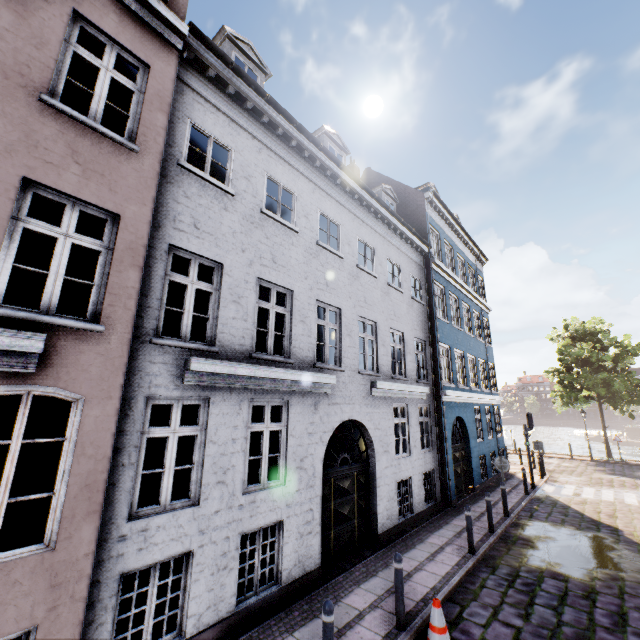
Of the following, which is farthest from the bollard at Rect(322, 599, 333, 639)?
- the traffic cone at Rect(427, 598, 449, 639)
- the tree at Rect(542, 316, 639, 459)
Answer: the tree at Rect(542, 316, 639, 459)

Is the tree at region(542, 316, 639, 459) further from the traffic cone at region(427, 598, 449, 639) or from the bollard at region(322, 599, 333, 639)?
the bollard at region(322, 599, 333, 639)

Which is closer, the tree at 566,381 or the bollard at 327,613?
the bollard at 327,613

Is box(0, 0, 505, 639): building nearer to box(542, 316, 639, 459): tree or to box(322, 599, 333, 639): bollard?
box(322, 599, 333, 639): bollard

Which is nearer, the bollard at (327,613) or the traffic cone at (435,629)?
the bollard at (327,613)

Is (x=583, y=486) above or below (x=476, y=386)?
below

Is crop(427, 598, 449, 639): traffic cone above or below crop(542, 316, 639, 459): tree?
below
